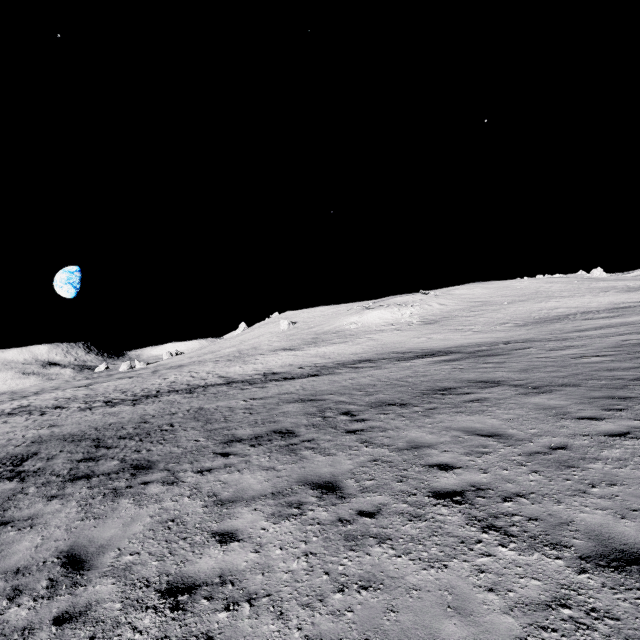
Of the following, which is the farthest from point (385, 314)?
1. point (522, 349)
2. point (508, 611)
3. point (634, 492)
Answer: point (508, 611)
